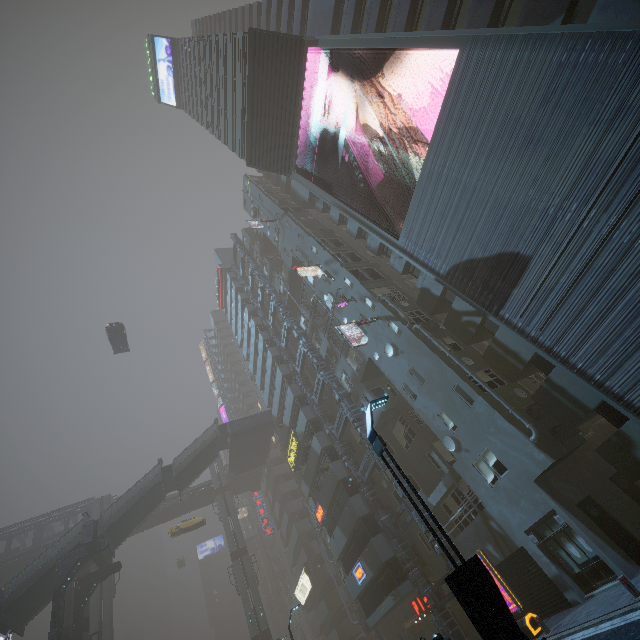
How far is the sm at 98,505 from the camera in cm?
4350

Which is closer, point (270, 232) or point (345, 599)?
point (270, 232)

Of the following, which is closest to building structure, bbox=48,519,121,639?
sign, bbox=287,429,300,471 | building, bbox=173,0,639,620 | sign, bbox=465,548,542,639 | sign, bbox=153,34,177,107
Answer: building, bbox=173,0,639,620

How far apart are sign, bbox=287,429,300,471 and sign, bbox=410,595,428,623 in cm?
1424

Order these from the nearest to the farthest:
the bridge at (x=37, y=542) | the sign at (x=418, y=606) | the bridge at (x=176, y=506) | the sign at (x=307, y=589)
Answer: the sign at (x=418, y=606)
the bridge at (x=37, y=542)
the sign at (x=307, y=589)
the bridge at (x=176, y=506)

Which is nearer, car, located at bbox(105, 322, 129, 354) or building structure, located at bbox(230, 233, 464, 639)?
building structure, located at bbox(230, 233, 464, 639)

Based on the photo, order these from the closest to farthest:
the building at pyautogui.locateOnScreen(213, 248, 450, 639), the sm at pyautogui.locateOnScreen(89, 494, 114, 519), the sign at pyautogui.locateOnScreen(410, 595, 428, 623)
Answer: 1. the sign at pyautogui.locateOnScreen(410, 595, 428, 623)
2. the building at pyautogui.locateOnScreen(213, 248, 450, 639)
3. the sm at pyautogui.locateOnScreen(89, 494, 114, 519)

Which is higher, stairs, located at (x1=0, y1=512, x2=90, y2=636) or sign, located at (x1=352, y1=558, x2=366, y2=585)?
stairs, located at (x1=0, y1=512, x2=90, y2=636)
